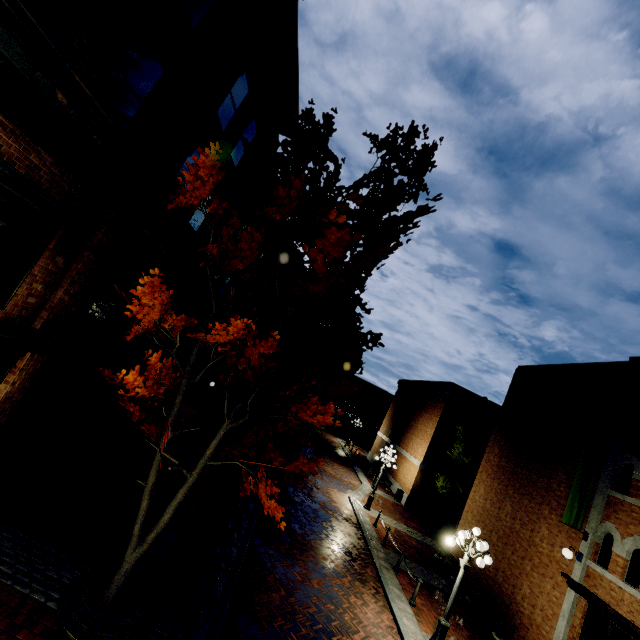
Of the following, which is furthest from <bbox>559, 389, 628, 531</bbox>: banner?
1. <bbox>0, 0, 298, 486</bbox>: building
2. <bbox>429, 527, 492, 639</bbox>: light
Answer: <bbox>0, 0, 298, 486</bbox>: building

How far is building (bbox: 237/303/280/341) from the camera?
24.24m

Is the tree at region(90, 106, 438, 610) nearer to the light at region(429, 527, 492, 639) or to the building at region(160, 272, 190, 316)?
the building at region(160, 272, 190, 316)

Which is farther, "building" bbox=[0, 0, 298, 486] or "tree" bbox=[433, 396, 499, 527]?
"tree" bbox=[433, 396, 499, 527]

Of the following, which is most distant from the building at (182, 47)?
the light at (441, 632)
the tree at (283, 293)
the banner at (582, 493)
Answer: the banner at (582, 493)

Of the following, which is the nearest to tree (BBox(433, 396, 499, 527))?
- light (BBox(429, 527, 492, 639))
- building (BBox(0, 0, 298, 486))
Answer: building (BBox(0, 0, 298, 486))

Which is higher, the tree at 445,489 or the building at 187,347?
the tree at 445,489

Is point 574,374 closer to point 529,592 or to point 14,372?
point 529,592
